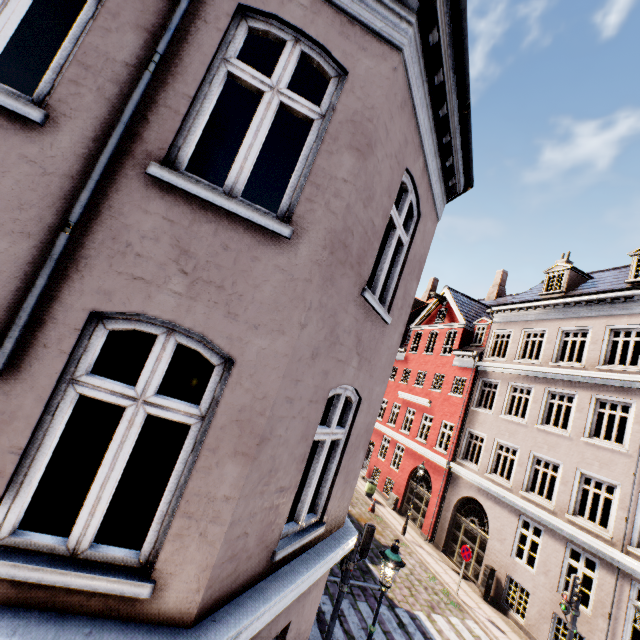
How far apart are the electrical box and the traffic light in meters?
9.8

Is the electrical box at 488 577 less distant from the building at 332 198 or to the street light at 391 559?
the building at 332 198

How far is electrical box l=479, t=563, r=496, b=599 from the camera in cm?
1367

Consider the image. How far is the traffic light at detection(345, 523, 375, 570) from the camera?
7.7 meters

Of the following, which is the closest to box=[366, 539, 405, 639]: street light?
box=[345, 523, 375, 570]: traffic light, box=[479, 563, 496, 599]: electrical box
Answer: box=[345, 523, 375, 570]: traffic light

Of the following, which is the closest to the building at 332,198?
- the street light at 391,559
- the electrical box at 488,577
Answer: the electrical box at 488,577

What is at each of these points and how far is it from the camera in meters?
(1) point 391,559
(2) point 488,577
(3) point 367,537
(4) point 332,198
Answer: A:
(1) street light, 6.3
(2) electrical box, 13.7
(3) traffic light, 7.9
(4) building, 3.0

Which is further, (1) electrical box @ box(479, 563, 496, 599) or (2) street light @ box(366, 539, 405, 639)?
(1) electrical box @ box(479, 563, 496, 599)
